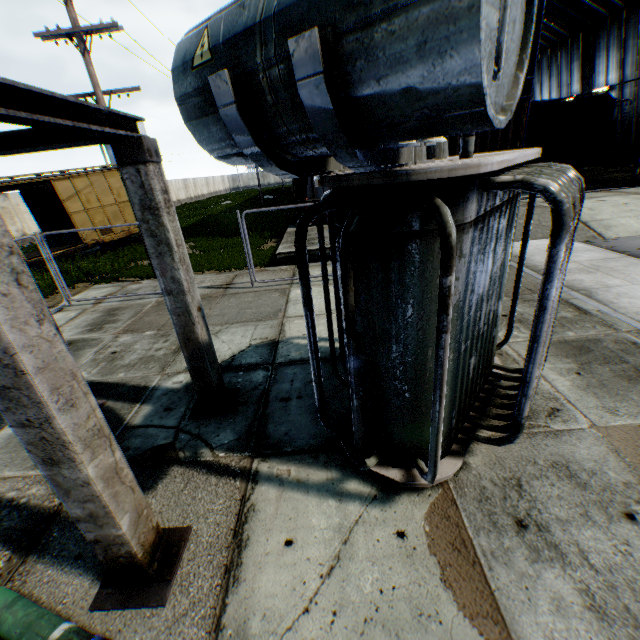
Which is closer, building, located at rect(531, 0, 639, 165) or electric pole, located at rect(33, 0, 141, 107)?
electric pole, located at rect(33, 0, 141, 107)

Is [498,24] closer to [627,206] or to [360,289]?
[360,289]

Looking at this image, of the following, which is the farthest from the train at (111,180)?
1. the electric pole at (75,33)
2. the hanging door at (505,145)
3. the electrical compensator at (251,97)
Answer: the electrical compensator at (251,97)

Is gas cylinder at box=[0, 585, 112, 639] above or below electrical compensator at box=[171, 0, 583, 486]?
below

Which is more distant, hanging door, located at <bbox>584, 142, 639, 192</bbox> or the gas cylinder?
hanging door, located at <bbox>584, 142, 639, 192</bbox>

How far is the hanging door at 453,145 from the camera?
15.04m

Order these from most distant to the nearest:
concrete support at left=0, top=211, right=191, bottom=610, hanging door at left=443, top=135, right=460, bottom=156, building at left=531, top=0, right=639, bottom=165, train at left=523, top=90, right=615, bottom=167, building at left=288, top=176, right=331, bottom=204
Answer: building at left=531, top=0, right=639, bottom=165 → train at left=523, top=90, right=615, bottom=167 → building at left=288, top=176, right=331, bottom=204 → hanging door at left=443, top=135, right=460, bottom=156 → concrete support at left=0, top=211, right=191, bottom=610

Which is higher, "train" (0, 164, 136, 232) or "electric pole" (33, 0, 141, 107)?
"electric pole" (33, 0, 141, 107)
